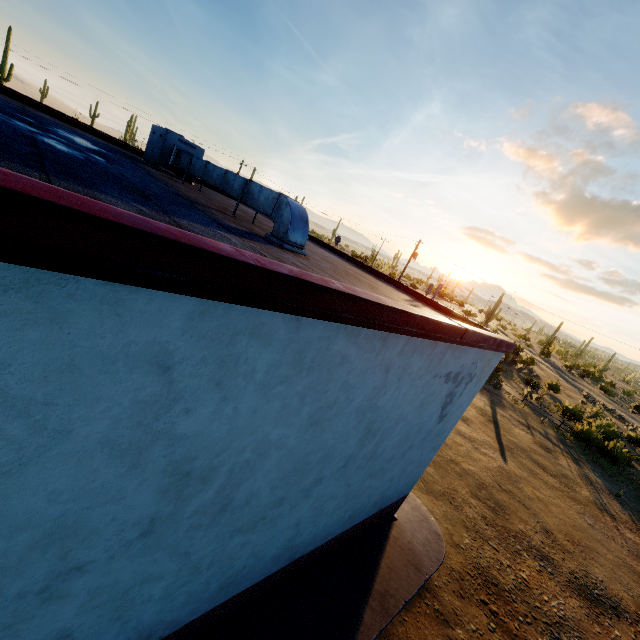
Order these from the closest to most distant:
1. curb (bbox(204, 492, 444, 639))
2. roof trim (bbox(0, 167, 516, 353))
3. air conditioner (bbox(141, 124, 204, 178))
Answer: roof trim (bbox(0, 167, 516, 353)) → curb (bbox(204, 492, 444, 639)) → air conditioner (bbox(141, 124, 204, 178))

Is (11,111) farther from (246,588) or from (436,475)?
(436,475)

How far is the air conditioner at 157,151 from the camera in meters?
8.1 m

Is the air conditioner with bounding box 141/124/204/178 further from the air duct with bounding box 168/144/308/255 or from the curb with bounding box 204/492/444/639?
the curb with bounding box 204/492/444/639

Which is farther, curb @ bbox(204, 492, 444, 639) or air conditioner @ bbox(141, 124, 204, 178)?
air conditioner @ bbox(141, 124, 204, 178)

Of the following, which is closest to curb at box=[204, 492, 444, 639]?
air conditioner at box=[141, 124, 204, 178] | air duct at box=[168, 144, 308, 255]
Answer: air duct at box=[168, 144, 308, 255]

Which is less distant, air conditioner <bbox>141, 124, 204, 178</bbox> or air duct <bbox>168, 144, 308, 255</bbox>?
air duct <bbox>168, 144, 308, 255</bbox>

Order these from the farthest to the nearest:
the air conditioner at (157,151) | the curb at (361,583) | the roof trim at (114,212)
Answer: the air conditioner at (157,151)
the curb at (361,583)
the roof trim at (114,212)
